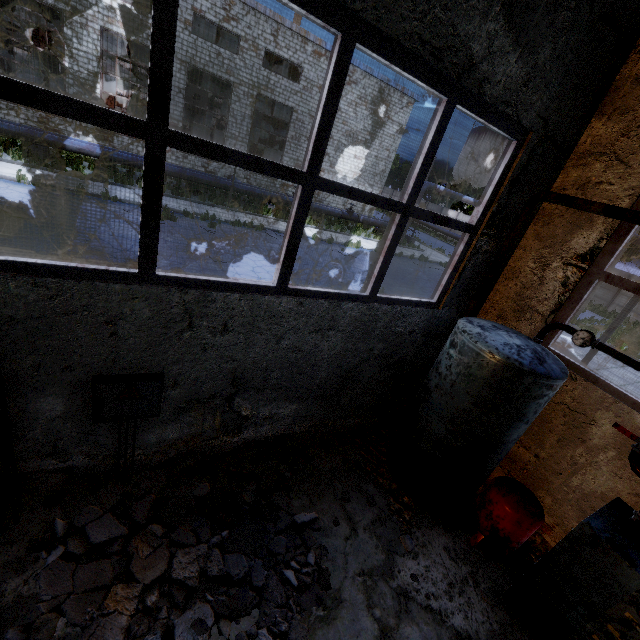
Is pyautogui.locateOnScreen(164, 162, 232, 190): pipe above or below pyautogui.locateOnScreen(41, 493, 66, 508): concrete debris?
above

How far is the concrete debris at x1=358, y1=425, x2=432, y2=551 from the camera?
4.48m

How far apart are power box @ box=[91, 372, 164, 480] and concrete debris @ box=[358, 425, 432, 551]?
3.2 meters

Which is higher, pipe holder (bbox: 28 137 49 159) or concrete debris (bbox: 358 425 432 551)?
pipe holder (bbox: 28 137 49 159)

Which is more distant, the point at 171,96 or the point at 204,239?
the point at 171,96

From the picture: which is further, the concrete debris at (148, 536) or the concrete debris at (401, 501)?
the concrete debris at (401, 501)

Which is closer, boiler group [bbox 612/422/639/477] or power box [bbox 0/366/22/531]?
power box [bbox 0/366/22/531]

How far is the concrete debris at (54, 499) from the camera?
3.4m
